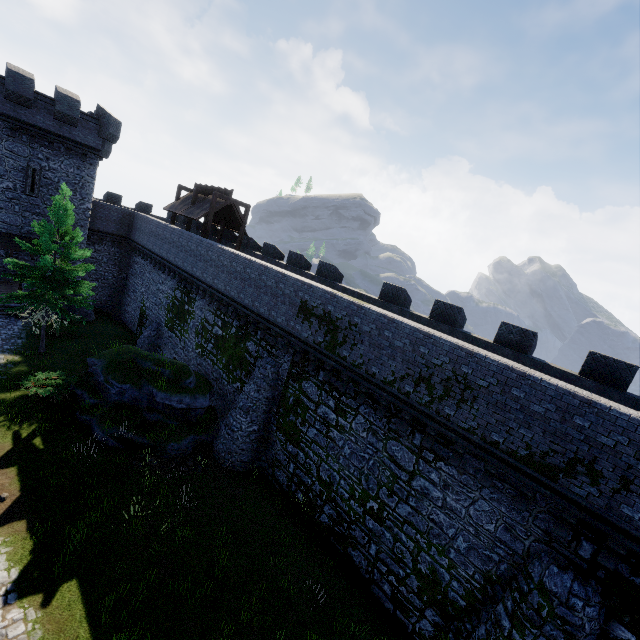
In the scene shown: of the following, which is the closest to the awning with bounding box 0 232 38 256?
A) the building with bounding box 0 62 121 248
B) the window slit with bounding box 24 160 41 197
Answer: the building with bounding box 0 62 121 248

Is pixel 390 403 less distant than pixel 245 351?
Yes

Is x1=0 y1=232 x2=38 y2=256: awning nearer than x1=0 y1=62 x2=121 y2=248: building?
No

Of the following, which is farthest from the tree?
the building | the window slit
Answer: the window slit

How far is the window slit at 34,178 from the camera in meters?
23.1

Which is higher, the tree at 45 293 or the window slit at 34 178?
the window slit at 34 178

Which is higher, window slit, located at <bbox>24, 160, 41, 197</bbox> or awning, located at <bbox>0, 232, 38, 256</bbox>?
window slit, located at <bbox>24, 160, 41, 197</bbox>
